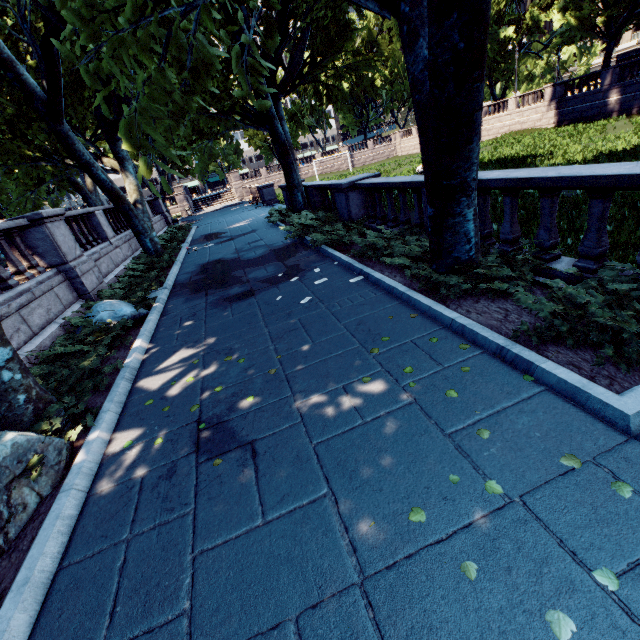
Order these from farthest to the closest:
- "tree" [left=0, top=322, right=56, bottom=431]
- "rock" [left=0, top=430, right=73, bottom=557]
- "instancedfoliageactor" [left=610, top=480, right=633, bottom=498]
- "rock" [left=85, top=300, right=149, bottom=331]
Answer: "rock" [left=85, top=300, right=149, bottom=331] < "tree" [left=0, top=322, right=56, bottom=431] < "rock" [left=0, top=430, right=73, bottom=557] < "instancedfoliageactor" [left=610, top=480, right=633, bottom=498]

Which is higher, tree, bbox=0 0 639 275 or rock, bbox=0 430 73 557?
tree, bbox=0 0 639 275

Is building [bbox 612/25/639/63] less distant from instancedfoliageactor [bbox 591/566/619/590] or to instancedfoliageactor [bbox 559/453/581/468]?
instancedfoliageactor [bbox 559/453/581/468]

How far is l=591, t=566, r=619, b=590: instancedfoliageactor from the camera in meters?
1.9 m

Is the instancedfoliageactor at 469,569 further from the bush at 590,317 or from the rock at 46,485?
the rock at 46,485

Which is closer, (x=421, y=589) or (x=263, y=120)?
(x=421, y=589)

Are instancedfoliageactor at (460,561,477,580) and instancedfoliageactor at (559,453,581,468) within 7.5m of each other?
yes

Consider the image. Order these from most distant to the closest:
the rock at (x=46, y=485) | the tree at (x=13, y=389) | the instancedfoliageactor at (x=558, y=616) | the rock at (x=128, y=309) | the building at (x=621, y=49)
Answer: the building at (x=621, y=49) < the rock at (x=128, y=309) < the tree at (x=13, y=389) < the rock at (x=46, y=485) < the instancedfoliageactor at (x=558, y=616)
